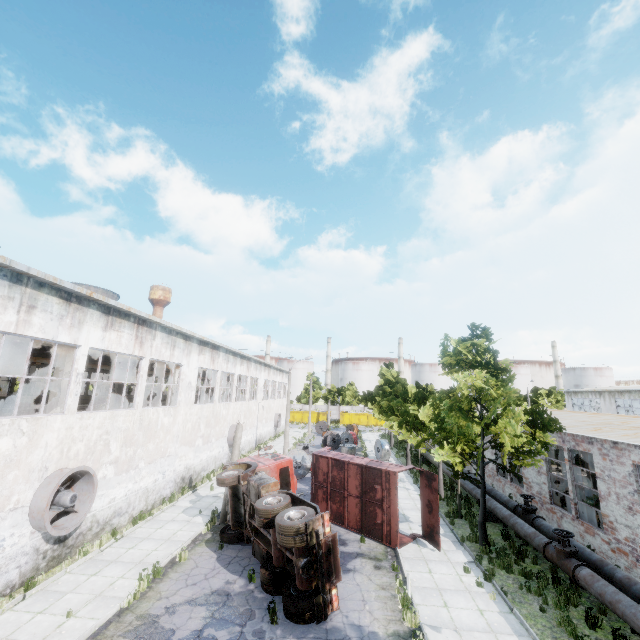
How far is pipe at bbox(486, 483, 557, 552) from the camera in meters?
12.7

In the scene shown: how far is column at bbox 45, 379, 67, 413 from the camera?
14.8m

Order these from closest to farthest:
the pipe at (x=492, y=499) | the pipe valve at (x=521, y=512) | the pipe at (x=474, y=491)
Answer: the pipe at (x=492, y=499)
the pipe valve at (x=521, y=512)
the pipe at (x=474, y=491)

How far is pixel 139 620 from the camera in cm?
912

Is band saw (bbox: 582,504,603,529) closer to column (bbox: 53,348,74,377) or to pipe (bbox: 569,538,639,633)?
pipe (bbox: 569,538,639,633)

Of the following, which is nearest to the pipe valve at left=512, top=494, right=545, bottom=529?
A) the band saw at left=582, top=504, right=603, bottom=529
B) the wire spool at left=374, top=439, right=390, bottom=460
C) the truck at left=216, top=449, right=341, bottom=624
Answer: the band saw at left=582, top=504, right=603, bottom=529

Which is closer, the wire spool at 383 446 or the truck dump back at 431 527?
the truck dump back at 431 527

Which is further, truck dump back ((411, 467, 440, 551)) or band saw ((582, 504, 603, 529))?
band saw ((582, 504, 603, 529))
